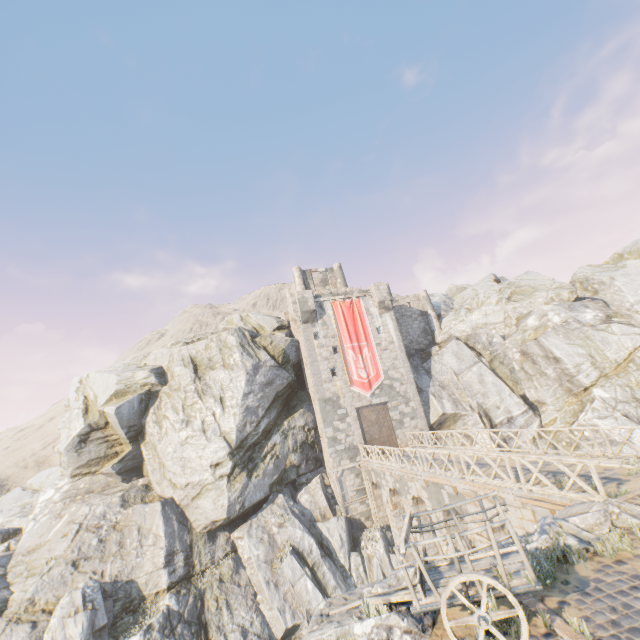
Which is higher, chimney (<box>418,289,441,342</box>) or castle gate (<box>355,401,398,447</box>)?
chimney (<box>418,289,441,342</box>)

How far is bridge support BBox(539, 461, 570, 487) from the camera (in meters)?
11.46

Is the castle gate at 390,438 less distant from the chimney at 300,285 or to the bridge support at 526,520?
the bridge support at 526,520

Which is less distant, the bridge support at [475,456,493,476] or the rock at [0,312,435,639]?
the bridge support at [475,456,493,476]

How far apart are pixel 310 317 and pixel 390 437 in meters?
12.1

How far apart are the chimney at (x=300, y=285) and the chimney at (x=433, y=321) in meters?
11.9 m

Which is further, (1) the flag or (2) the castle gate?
(1) the flag

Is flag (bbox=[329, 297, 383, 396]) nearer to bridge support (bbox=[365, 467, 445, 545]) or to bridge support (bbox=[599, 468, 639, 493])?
bridge support (bbox=[365, 467, 445, 545])
